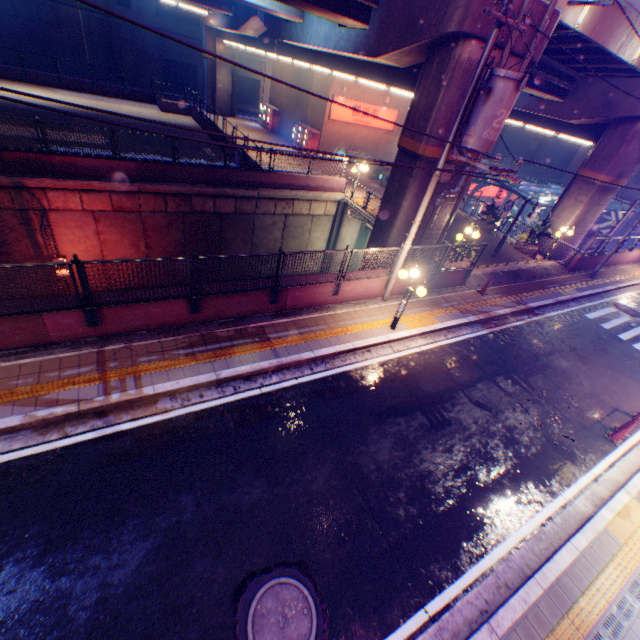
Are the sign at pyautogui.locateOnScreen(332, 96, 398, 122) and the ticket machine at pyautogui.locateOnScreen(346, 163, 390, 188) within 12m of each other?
yes

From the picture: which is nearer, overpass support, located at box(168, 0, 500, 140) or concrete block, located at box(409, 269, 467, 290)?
overpass support, located at box(168, 0, 500, 140)

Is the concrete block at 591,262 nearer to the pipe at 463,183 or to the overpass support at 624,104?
the overpass support at 624,104

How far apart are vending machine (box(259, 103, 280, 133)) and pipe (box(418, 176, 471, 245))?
26.2 meters

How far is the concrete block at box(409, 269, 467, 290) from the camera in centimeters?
1291cm

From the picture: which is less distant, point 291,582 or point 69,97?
point 291,582

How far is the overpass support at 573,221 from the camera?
18.42m

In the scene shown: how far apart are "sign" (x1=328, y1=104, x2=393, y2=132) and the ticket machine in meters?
4.1 m
